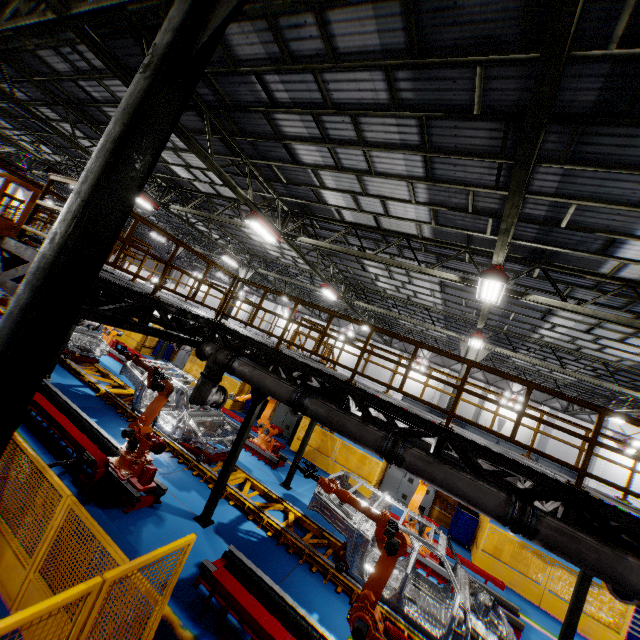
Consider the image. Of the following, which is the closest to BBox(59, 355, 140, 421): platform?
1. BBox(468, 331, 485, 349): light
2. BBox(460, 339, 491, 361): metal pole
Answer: BBox(460, 339, 491, 361): metal pole

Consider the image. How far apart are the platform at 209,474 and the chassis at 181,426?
0.01m

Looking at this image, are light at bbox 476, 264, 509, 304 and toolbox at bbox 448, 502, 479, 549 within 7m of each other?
no

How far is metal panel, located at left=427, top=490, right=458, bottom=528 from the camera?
13.4m

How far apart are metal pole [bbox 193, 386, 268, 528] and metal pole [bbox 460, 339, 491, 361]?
10.31m

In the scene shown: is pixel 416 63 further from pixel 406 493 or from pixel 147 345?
pixel 147 345

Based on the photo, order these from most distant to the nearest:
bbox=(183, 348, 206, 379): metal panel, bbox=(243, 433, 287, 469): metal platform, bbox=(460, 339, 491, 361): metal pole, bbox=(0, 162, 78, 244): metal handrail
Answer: bbox=(183, 348, 206, 379): metal panel
bbox=(460, 339, 491, 361): metal pole
bbox=(243, 433, 287, 469): metal platform
bbox=(0, 162, 78, 244): metal handrail

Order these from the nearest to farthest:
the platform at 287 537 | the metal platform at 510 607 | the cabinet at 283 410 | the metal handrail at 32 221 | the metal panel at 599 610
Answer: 1. the metal handrail at 32 221
2. the platform at 287 537
3. the metal platform at 510 607
4. the metal panel at 599 610
5. the cabinet at 283 410
